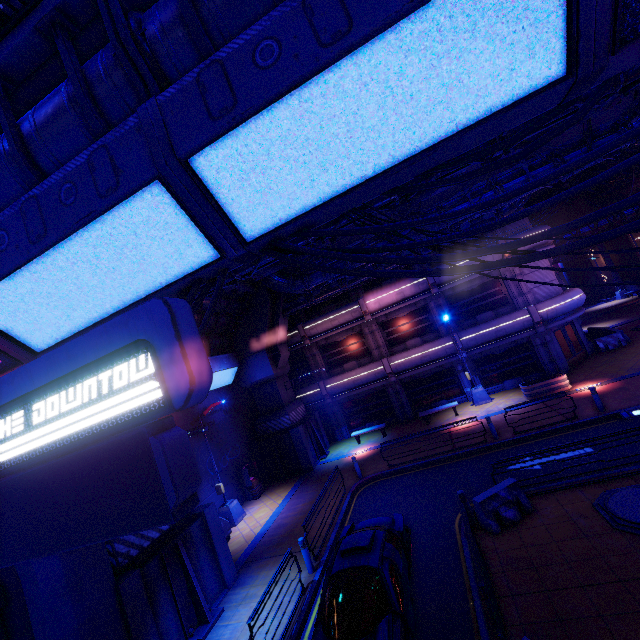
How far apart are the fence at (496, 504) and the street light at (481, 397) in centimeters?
1108cm

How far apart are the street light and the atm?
14.03m

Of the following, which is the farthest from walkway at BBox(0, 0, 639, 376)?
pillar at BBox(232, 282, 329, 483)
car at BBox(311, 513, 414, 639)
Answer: pillar at BBox(232, 282, 329, 483)

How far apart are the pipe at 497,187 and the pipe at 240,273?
7.12m

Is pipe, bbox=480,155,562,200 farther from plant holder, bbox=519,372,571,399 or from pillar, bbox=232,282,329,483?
plant holder, bbox=519,372,571,399

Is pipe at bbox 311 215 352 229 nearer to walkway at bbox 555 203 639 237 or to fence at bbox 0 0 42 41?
fence at bbox 0 0 42 41

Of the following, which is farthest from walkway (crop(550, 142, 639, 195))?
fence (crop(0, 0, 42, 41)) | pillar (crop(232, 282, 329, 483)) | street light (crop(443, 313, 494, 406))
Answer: street light (crop(443, 313, 494, 406))

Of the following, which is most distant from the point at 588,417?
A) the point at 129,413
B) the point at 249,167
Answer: the point at 129,413
